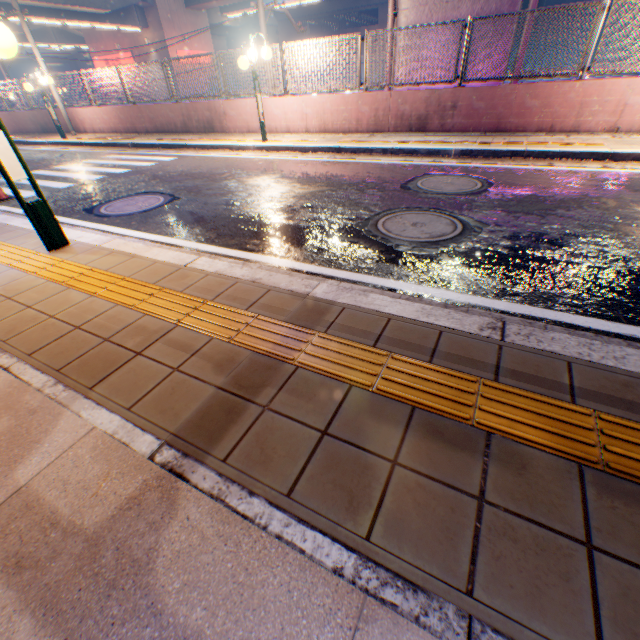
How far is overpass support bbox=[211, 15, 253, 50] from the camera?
37.1m

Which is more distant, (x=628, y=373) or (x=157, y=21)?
(x=157, y=21)

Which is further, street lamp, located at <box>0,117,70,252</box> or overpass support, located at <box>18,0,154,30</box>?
overpass support, located at <box>18,0,154,30</box>

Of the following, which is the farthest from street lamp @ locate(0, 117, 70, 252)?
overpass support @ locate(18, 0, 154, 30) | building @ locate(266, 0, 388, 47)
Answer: building @ locate(266, 0, 388, 47)

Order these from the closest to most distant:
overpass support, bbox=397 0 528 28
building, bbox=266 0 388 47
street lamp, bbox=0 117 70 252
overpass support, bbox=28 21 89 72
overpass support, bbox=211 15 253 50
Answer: street lamp, bbox=0 117 70 252 → overpass support, bbox=397 0 528 28 → overpass support, bbox=28 21 89 72 → overpass support, bbox=211 15 253 50 → building, bbox=266 0 388 47

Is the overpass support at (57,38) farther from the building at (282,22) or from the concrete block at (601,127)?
the building at (282,22)

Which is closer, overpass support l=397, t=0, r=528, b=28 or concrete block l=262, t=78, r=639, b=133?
concrete block l=262, t=78, r=639, b=133
